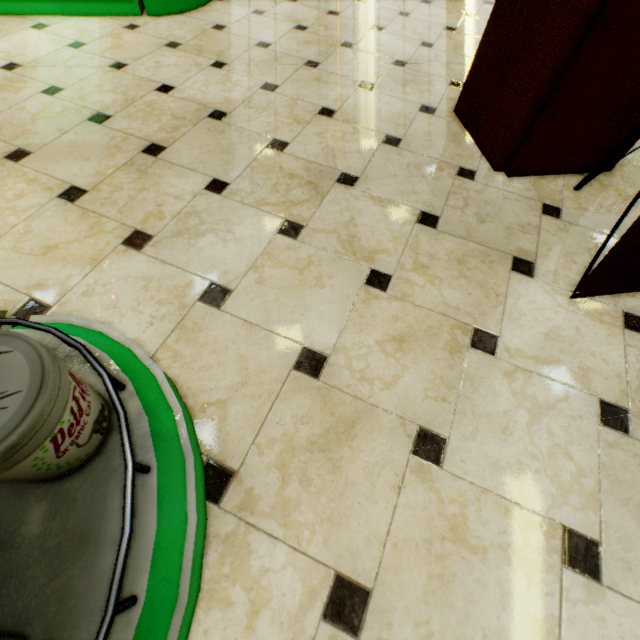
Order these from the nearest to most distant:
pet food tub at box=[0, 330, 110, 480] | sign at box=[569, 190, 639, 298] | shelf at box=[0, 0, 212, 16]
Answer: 1. pet food tub at box=[0, 330, 110, 480]
2. sign at box=[569, 190, 639, 298]
3. shelf at box=[0, 0, 212, 16]

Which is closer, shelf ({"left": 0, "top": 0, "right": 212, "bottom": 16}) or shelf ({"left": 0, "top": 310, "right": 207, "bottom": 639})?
shelf ({"left": 0, "top": 310, "right": 207, "bottom": 639})

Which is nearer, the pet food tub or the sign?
the pet food tub

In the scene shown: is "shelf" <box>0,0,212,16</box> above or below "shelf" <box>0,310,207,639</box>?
below

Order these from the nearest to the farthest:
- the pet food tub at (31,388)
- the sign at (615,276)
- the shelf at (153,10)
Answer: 1. the pet food tub at (31,388)
2. the sign at (615,276)
3. the shelf at (153,10)

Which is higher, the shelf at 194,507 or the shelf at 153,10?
the shelf at 194,507

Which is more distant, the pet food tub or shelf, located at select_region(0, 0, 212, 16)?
shelf, located at select_region(0, 0, 212, 16)

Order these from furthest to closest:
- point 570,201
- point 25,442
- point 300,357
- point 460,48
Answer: point 460,48
point 570,201
point 300,357
point 25,442
